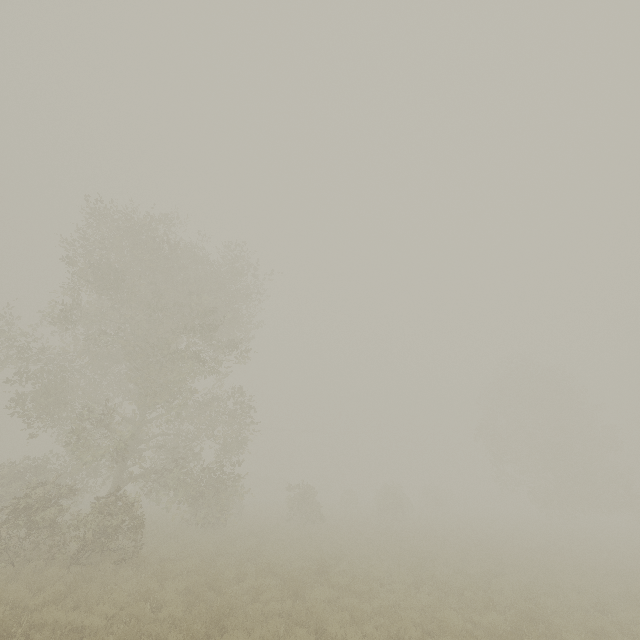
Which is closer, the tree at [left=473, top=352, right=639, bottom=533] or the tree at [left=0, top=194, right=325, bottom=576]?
the tree at [left=0, top=194, right=325, bottom=576]

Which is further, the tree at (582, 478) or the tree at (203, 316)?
the tree at (582, 478)

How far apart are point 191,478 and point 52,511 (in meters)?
6.15
